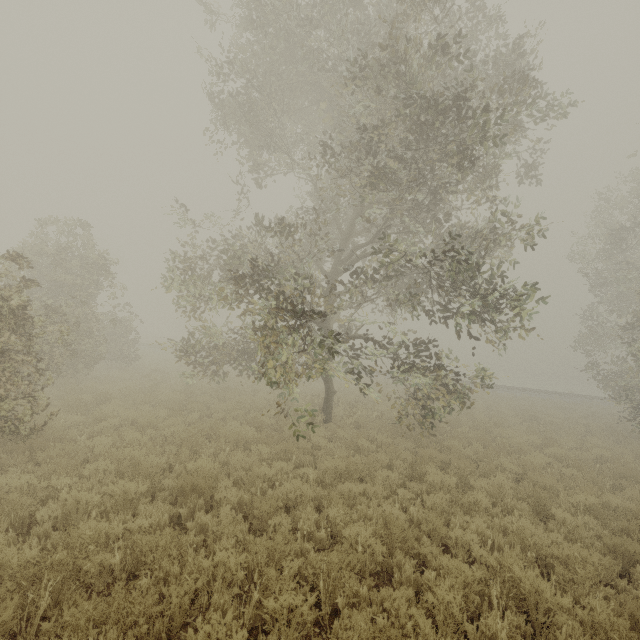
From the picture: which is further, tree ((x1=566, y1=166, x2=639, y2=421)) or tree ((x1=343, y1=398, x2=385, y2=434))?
tree ((x1=566, y1=166, x2=639, y2=421))

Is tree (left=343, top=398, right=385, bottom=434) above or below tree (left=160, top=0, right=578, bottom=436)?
below

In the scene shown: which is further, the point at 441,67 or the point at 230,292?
the point at 230,292

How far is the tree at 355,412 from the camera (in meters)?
12.14

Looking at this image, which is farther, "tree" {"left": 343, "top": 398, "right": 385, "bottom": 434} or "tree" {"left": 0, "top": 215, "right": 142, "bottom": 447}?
"tree" {"left": 343, "top": 398, "right": 385, "bottom": 434}

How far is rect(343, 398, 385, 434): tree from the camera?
12.1 meters

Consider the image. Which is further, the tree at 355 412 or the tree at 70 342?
the tree at 355 412

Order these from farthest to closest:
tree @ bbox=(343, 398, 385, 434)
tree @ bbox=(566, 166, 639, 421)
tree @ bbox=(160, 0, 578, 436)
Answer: tree @ bbox=(566, 166, 639, 421) < tree @ bbox=(343, 398, 385, 434) < tree @ bbox=(160, 0, 578, 436)
